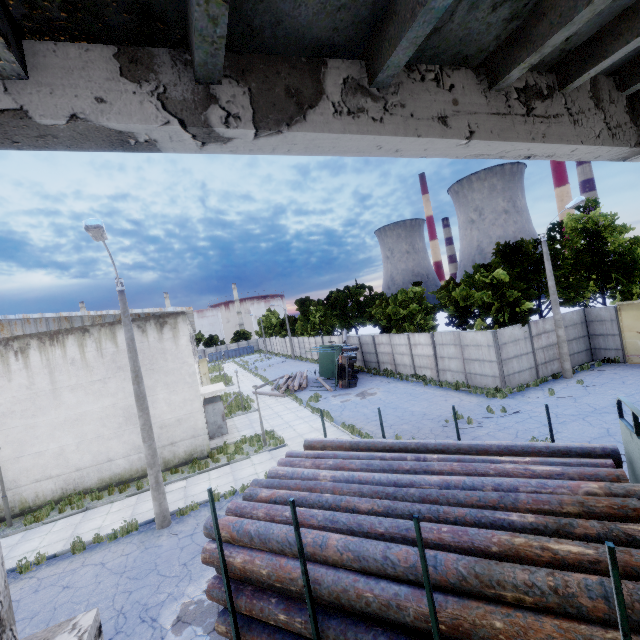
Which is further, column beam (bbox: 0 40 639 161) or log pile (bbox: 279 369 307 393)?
log pile (bbox: 279 369 307 393)

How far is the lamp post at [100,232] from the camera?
9.68m

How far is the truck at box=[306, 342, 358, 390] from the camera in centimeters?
2691cm

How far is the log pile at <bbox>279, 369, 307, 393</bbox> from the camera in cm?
2928

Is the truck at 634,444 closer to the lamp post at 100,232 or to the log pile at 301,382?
the lamp post at 100,232

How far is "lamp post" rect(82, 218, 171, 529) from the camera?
9.7m

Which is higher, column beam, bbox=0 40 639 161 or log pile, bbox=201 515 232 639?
column beam, bbox=0 40 639 161

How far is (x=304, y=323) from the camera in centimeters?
5744cm
